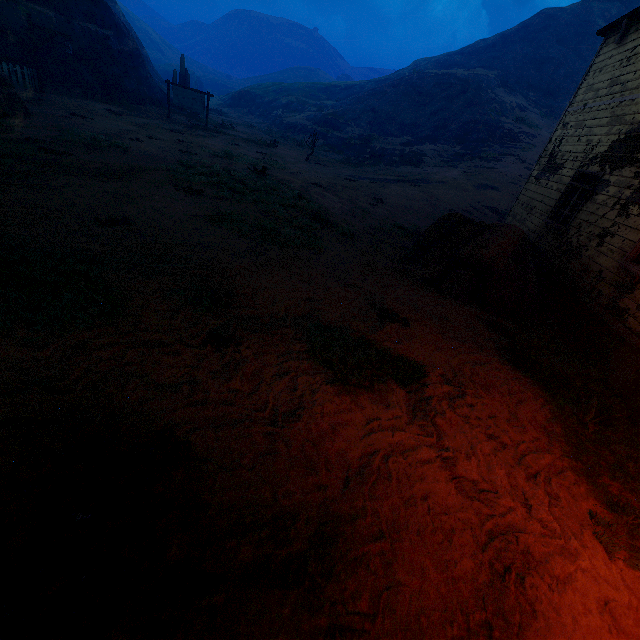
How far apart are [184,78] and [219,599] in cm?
3621

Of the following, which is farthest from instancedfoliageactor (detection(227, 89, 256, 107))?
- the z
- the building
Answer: the building

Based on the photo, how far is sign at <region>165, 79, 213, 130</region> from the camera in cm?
2134

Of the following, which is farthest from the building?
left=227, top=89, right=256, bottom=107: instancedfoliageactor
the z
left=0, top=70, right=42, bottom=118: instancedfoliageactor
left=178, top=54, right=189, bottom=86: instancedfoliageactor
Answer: left=227, top=89, right=256, bottom=107: instancedfoliageactor

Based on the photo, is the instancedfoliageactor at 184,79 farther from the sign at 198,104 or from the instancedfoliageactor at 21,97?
the instancedfoliageactor at 21,97

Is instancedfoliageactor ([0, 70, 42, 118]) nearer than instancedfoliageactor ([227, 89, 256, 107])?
Yes

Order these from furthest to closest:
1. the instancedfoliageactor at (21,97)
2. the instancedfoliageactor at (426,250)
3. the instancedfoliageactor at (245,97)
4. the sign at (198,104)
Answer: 1. the instancedfoliageactor at (245,97)
2. the sign at (198,104)
3. the instancedfoliageactor at (21,97)
4. the instancedfoliageactor at (426,250)

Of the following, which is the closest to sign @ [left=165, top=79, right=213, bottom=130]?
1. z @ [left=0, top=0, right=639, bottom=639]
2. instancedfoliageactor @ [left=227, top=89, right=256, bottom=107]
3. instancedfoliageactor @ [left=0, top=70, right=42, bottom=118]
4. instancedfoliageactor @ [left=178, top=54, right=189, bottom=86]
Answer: z @ [left=0, top=0, right=639, bottom=639]
